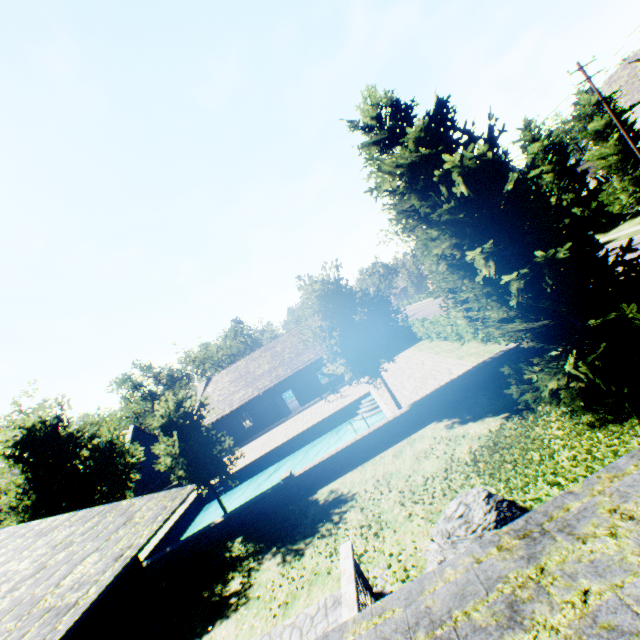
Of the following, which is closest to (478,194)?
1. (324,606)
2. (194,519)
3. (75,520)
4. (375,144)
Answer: (375,144)

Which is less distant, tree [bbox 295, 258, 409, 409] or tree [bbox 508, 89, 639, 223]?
tree [bbox 295, 258, 409, 409]

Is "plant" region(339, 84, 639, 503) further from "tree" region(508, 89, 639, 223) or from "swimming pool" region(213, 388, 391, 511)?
"swimming pool" region(213, 388, 391, 511)

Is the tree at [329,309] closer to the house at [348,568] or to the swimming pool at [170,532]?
the swimming pool at [170,532]

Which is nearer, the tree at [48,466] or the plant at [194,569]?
the plant at [194,569]

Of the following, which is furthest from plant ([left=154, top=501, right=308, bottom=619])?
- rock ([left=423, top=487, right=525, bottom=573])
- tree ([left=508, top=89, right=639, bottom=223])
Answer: tree ([left=508, top=89, right=639, bottom=223])

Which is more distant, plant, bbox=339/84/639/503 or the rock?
plant, bbox=339/84/639/503

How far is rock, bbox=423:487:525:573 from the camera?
4.7m
